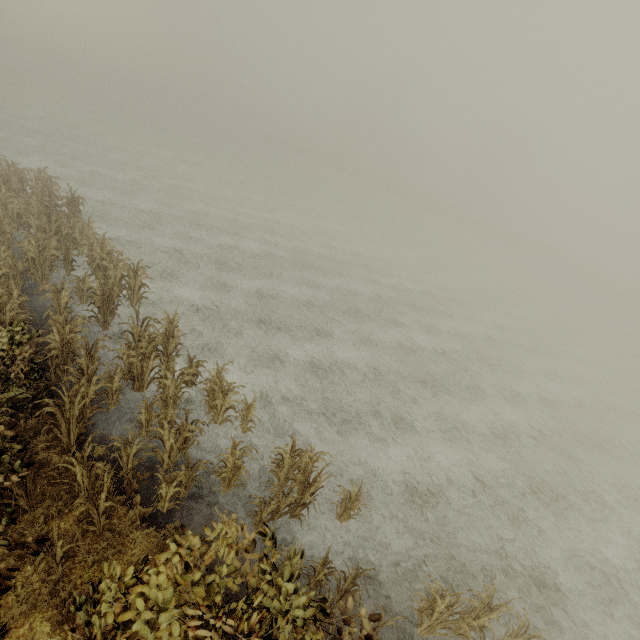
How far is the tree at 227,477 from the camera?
6.74m

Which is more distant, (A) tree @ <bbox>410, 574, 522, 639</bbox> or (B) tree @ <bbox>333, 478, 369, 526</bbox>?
(B) tree @ <bbox>333, 478, 369, 526</bbox>

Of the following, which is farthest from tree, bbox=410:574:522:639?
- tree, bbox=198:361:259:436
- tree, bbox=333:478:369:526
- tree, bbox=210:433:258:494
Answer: tree, bbox=198:361:259:436

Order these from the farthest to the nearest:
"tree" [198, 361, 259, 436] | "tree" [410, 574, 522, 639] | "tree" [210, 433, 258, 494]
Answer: "tree" [198, 361, 259, 436] < "tree" [210, 433, 258, 494] < "tree" [410, 574, 522, 639]

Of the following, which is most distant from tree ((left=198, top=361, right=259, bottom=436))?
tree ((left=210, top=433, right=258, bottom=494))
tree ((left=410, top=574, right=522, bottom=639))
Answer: tree ((left=410, top=574, right=522, bottom=639))

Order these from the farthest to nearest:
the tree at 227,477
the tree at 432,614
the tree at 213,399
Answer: the tree at 213,399, the tree at 227,477, the tree at 432,614

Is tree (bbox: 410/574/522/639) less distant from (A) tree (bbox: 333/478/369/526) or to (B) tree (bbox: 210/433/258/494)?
(A) tree (bbox: 333/478/369/526)

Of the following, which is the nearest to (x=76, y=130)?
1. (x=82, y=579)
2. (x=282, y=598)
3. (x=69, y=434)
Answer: (x=69, y=434)
